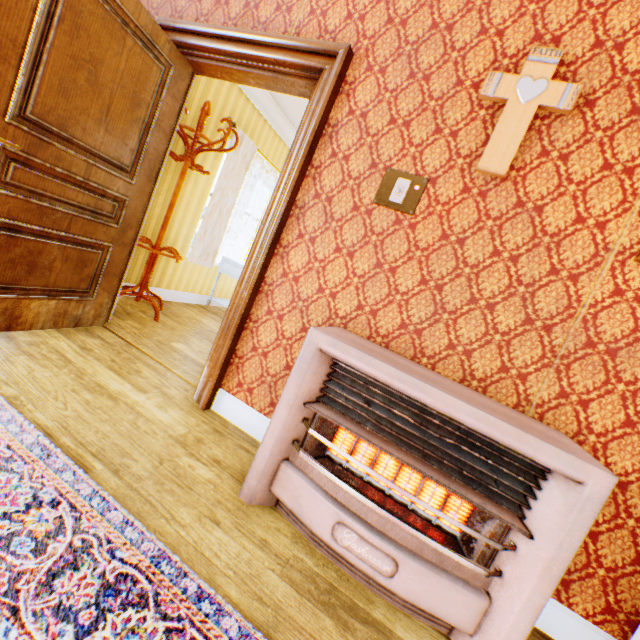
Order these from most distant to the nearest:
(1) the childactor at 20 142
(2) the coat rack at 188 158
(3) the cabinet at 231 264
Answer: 1. (3) the cabinet at 231 264
2. (2) the coat rack at 188 158
3. (1) the childactor at 20 142

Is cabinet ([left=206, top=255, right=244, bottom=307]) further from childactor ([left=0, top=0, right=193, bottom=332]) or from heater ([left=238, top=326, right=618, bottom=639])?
heater ([left=238, top=326, right=618, bottom=639])

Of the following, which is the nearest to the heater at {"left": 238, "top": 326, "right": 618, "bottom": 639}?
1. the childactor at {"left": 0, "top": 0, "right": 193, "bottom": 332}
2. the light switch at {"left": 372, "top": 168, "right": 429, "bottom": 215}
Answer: the light switch at {"left": 372, "top": 168, "right": 429, "bottom": 215}

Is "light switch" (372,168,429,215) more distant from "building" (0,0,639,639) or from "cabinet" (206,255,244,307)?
"cabinet" (206,255,244,307)

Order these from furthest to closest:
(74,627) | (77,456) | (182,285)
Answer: (182,285)
(77,456)
(74,627)

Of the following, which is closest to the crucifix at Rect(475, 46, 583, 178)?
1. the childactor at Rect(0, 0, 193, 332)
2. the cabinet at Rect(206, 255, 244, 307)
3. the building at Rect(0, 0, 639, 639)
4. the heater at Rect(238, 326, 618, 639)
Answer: the building at Rect(0, 0, 639, 639)

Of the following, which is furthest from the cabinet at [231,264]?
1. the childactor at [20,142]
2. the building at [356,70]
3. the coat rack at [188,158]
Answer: the childactor at [20,142]

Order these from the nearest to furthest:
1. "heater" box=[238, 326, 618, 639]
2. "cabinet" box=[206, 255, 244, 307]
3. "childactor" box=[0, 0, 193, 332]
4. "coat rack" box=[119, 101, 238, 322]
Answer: "heater" box=[238, 326, 618, 639]
"childactor" box=[0, 0, 193, 332]
"coat rack" box=[119, 101, 238, 322]
"cabinet" box=[206, 255, 244, 307]
